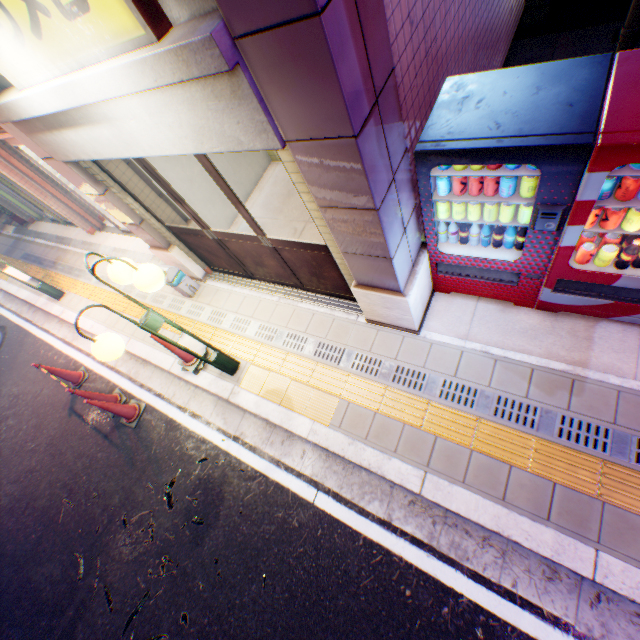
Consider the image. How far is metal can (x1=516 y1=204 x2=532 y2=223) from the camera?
2.6m

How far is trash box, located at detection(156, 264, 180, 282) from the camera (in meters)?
5.32

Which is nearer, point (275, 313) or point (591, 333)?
point (591, 333)

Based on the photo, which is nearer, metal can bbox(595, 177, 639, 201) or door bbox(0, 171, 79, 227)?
metal can bbox(595, 177, 639, 201)

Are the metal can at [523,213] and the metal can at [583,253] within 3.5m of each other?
yes

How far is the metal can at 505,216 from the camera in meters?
2.7

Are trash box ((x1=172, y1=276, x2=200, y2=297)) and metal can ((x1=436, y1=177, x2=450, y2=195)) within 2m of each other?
no

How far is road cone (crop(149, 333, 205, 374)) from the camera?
4.49m
